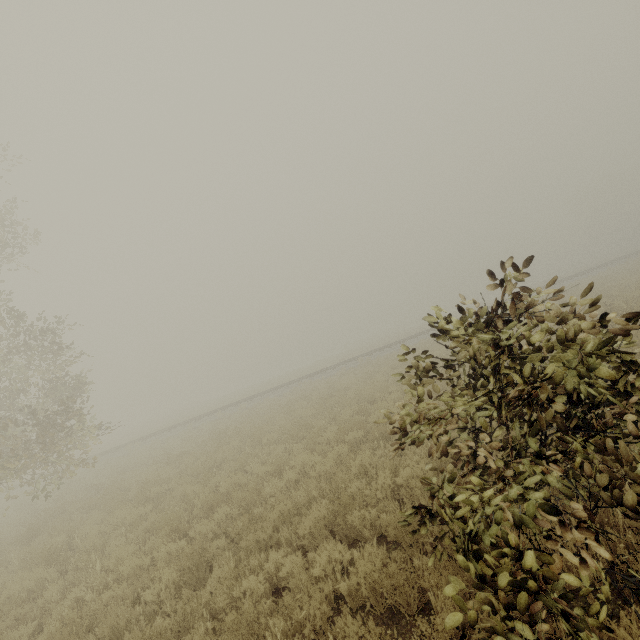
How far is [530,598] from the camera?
2.17m
